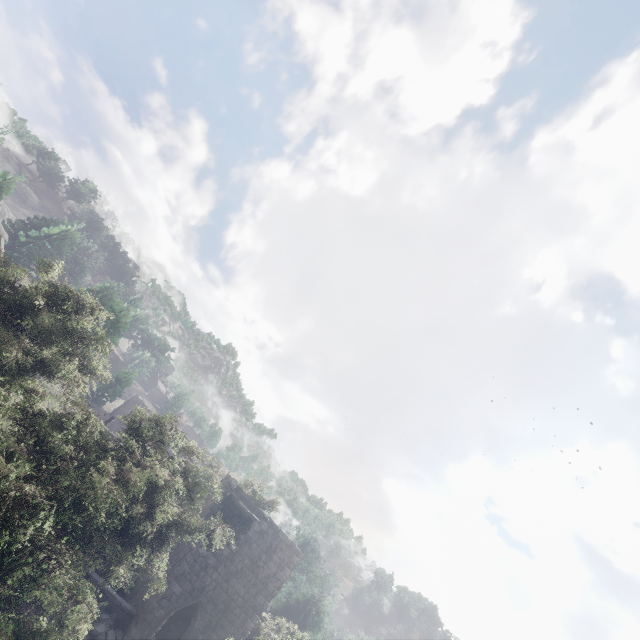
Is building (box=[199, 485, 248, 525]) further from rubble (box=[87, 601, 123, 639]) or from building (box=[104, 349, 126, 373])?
building (box=[104, 349, 126, 373])

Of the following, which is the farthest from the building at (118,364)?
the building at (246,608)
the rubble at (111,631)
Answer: the rubble at (111,631)

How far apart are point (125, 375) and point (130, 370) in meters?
0.8 m

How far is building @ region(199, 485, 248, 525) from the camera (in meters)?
23.30

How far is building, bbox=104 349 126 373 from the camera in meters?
46.7

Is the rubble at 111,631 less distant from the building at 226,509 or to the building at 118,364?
the building at 226,509
